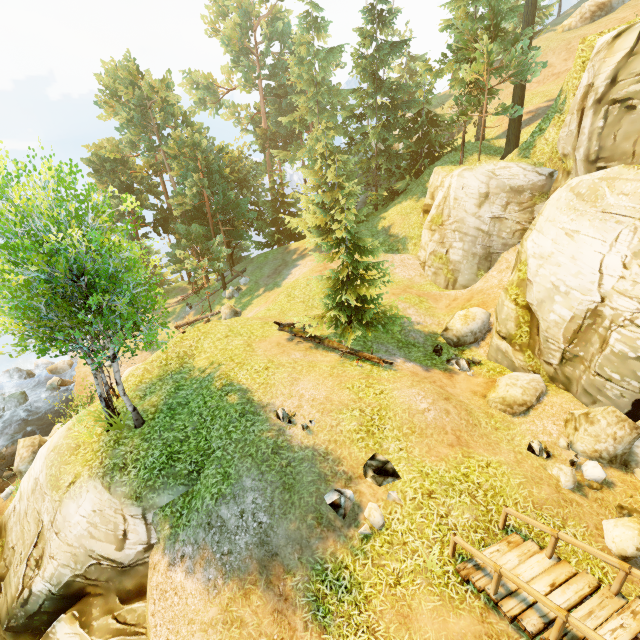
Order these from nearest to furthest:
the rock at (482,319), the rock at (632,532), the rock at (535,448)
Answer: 1. the rock at (632,532)
2. the rock at (535,448)
3. the rock at (482,319)

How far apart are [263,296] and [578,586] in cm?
2377

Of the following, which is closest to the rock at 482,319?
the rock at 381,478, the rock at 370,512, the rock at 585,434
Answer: the rock at 585,434

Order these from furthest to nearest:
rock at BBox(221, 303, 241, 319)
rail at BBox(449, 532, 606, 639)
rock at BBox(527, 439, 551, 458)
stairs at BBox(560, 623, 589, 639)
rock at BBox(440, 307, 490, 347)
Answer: rock at BBox(221, 303, 241, 319), rock at BBox(440, 307, 490, 347), rock at BBox(527, 439, 551, 458), stairs at BBox(560, 623, 589, 639), rail at BBox(449, 532, 606, 639)

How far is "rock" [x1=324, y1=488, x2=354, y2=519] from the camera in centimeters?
829cm

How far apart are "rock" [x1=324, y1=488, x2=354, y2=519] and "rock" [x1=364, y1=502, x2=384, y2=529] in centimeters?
35cm

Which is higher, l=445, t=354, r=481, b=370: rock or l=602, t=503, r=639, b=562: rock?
l=445, t=354, r=481, b=370: rock

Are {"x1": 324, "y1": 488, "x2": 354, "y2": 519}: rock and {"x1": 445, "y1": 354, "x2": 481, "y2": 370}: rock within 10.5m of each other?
yes
